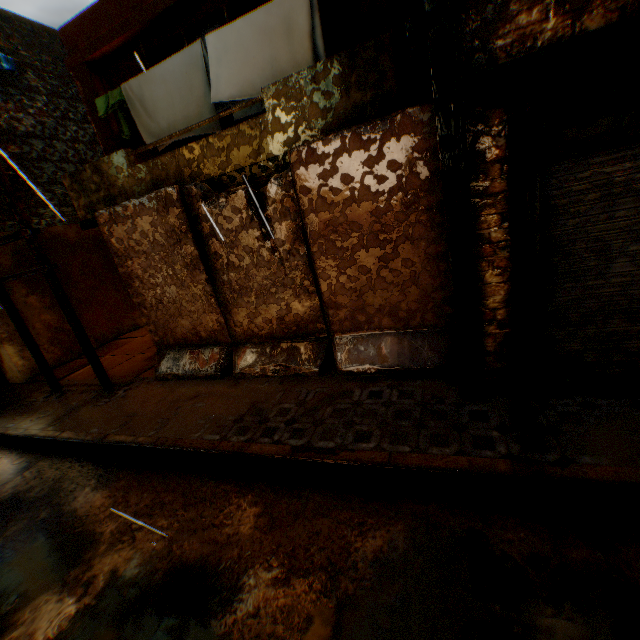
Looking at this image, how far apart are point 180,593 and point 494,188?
4.6m

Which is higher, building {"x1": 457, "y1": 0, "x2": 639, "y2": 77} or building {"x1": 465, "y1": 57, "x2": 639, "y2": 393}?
building {"x1": 457, "y1": 0, "x2": 639, "y2": 77}

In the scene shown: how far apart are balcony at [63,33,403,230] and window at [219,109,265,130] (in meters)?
1.14

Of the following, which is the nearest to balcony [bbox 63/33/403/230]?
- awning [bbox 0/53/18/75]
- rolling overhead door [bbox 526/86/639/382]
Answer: rolling overhead door [bbox 526/86/639/382]

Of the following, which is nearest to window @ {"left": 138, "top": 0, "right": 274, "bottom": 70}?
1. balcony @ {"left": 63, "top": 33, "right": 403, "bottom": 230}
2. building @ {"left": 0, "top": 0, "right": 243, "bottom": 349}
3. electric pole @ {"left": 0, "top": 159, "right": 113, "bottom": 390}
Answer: building @ {"left": 0, "top": 0, "right": 243, "bottom": 349}

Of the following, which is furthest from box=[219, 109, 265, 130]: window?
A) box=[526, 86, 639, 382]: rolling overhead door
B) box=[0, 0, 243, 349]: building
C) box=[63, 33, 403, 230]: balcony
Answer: box=[526, 86, 639, 382]: rolling overhead door

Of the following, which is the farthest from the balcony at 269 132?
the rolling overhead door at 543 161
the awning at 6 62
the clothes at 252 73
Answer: the awning at 6 62

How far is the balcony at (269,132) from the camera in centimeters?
434cm
